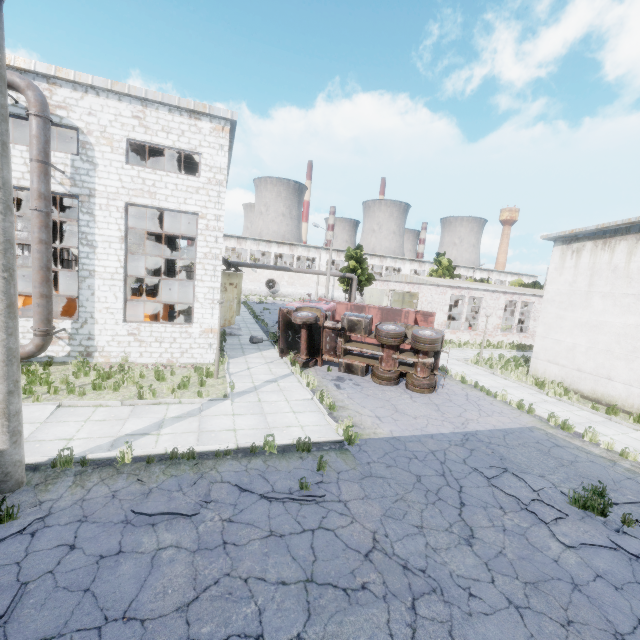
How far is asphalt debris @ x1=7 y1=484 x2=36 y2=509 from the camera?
5.83m

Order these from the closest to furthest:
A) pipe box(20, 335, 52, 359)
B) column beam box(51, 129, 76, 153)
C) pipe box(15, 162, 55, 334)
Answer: pipe box(15, 162, 55, 334)
pipe box(20, 335, 52, 359)
column beam box(51, 129, 76, 153)

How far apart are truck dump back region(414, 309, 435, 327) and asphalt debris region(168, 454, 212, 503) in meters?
16.6

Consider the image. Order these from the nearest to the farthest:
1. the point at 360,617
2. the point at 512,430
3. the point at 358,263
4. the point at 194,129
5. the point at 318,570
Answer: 1. the point at 360,617
2. the point at 318,570
3. the point at 512,430
4. the point at 194,129
5. the point at 358,263

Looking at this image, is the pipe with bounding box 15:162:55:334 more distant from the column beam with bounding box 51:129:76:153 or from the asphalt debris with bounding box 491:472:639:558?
the asphalt debris with bounding box 491:472:639:558

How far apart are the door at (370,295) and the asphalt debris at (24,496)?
32.23m

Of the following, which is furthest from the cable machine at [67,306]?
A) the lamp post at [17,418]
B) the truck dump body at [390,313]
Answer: the lamp post at [17,418]
